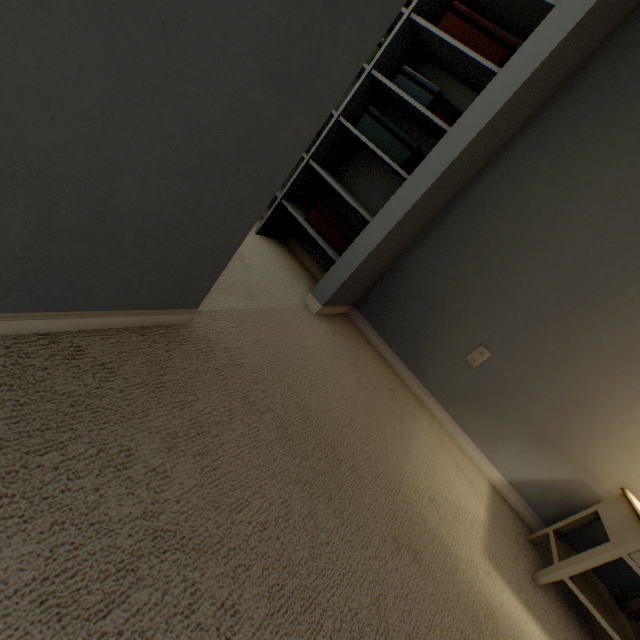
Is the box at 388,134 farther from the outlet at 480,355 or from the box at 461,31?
the outlet at 480,355

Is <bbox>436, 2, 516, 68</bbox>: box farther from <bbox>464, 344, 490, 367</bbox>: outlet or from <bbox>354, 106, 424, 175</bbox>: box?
<bbox>464, 344, 490, 367</bbox>: outlet

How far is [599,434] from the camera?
1.7 meters

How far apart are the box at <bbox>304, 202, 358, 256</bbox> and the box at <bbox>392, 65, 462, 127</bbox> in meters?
0.8

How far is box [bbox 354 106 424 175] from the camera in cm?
182

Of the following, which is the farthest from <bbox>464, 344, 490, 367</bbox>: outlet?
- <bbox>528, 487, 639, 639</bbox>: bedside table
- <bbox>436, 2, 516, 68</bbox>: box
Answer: <bbox>436, 2, 516, 68</bbox>: box

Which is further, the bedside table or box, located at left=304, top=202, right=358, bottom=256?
box, located at left=304, top=202, right=358, bottom=256

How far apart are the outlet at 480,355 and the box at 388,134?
1.17m
